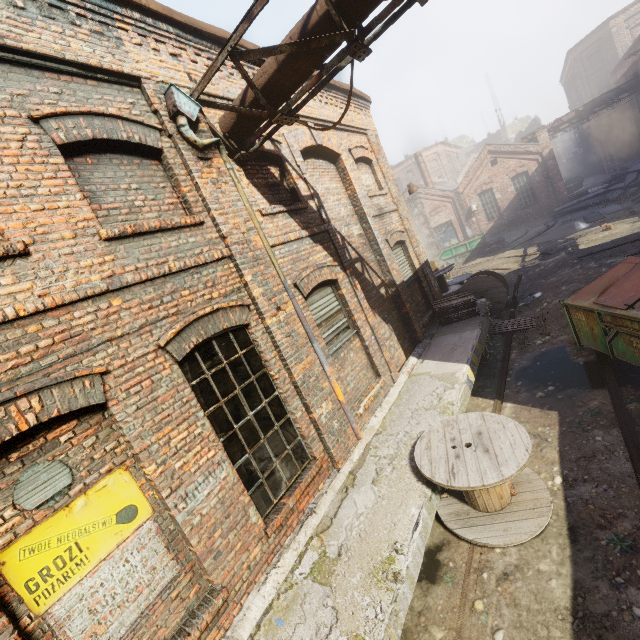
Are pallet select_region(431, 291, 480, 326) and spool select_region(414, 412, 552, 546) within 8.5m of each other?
yes

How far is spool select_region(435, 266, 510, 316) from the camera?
11.1 meters

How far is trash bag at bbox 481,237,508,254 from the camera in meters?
22.3 m

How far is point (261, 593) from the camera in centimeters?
374cm

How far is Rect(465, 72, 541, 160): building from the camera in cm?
5006

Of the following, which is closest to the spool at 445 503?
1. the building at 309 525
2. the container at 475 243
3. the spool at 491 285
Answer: the building at 309 525

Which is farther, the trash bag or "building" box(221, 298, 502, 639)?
the trash bag

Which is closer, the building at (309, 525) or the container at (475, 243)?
the building at (309, 525)
